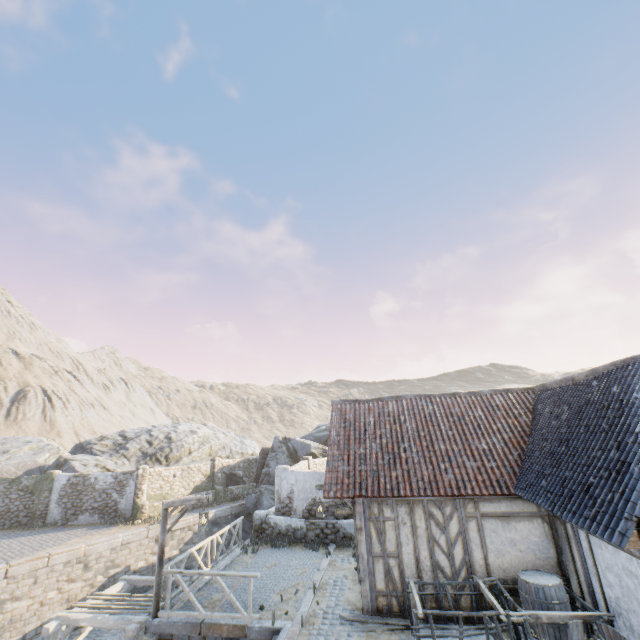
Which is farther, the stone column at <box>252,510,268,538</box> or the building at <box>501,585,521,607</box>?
the stone column at <box>252,510,268,538</box>

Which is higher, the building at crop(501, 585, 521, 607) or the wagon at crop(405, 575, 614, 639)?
the building at crop(501, 585, 521, 607)

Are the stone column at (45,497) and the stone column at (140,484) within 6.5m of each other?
yes

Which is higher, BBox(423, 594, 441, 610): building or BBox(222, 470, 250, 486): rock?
BBox(222, 470, 250, 486): rock

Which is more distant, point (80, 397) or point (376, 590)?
point (80, 397)

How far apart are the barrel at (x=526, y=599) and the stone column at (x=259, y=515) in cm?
1144

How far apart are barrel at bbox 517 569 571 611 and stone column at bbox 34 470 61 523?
26.70m

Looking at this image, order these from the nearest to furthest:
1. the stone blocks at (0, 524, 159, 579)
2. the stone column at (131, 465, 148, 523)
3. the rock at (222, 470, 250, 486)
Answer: the stone blocks at (0, 524, 159, 579) < the stone column at (131, 465, 148, 523) < the rock at (222, 470, 250, 486)
